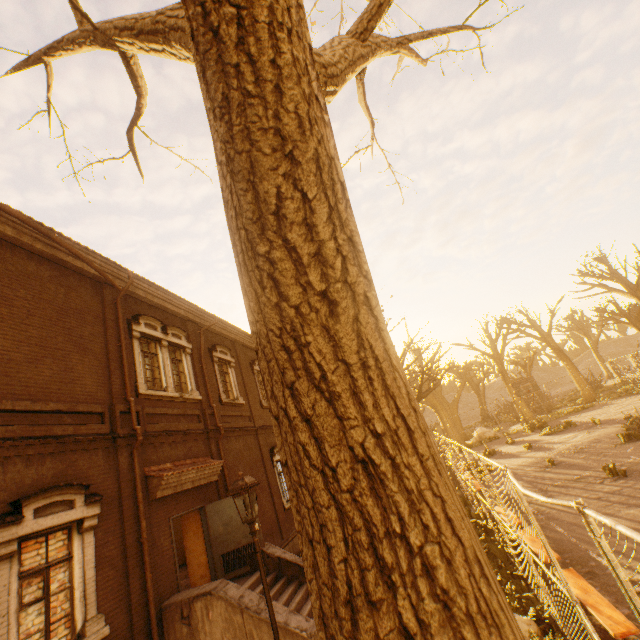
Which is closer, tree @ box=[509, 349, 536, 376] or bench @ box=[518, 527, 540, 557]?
bench @ box=[518, 527, 540, 557]

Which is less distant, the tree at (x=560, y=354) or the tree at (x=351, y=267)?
the tree at (x=351, y=267)

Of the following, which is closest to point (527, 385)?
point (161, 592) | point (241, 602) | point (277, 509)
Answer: point (277, 509)

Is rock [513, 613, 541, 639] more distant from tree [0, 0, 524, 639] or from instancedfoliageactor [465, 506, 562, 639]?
tree [0, 0, 524, 639]

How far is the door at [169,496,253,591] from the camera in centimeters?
953cm

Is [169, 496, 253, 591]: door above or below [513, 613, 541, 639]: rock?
above

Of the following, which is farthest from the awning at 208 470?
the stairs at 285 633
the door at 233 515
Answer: the stairs at 285 633

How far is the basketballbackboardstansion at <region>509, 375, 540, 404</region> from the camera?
24.30m
